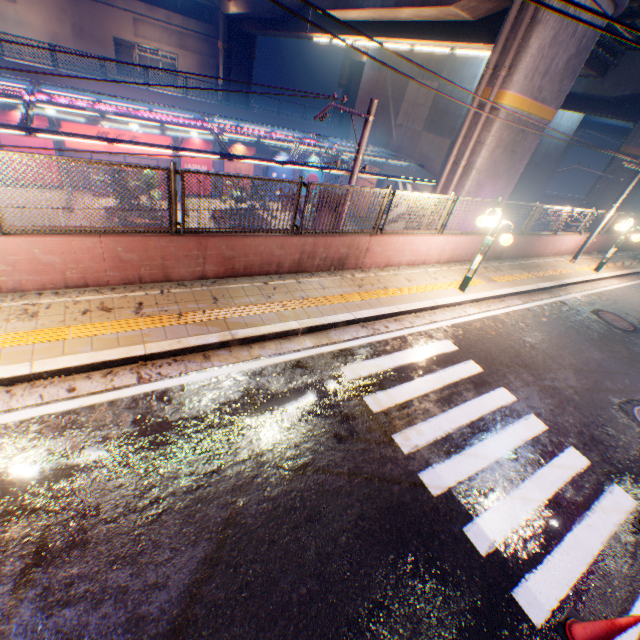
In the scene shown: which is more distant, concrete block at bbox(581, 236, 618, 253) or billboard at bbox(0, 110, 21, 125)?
billboard at bbox(0, 110, 21, 125)

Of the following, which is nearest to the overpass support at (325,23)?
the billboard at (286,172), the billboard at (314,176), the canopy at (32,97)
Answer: the canopy at (32,97)

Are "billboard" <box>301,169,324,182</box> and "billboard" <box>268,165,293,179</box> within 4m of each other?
yes

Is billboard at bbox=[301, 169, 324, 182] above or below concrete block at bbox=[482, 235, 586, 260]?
below

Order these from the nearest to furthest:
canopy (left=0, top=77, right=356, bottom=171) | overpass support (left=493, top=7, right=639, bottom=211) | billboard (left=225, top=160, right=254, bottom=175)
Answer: overpass support (left=493, top=7, right=639, bottom=211) → canopy (left=0, top=77, right=356, bottom=171) → billboard (left=225, top=160, right=254, bottom=175)

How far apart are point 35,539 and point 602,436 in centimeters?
873cm

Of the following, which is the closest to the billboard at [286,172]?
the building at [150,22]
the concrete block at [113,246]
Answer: the building at [150,22]

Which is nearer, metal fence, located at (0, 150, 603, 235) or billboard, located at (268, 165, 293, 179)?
metal fence, located at (0, 150, 603, 235)
